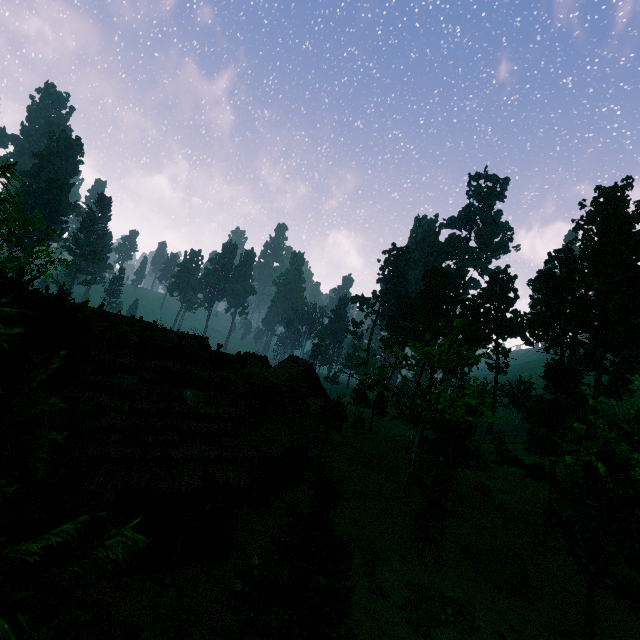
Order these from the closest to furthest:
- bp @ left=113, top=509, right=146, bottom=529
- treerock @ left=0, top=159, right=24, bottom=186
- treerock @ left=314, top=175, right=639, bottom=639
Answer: treerock @ left=0, top=159, right=24, bottom=186 < bp @ left=113, top=509, right=146, bottom=529 < treerock @ left=314, top=175, right=639, bottom=639

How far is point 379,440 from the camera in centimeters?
3962cm

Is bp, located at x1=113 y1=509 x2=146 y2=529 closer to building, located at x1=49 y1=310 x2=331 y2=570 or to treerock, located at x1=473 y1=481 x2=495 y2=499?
building, located at x1=49 y1=310 x2=331 y2=570

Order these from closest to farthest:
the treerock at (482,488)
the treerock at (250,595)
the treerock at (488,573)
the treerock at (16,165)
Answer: the treerock at (16,165)
the treerock at (250,595)
the treerock at (488,573)
the treerock at (482,488)

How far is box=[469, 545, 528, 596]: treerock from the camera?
16.9 meters

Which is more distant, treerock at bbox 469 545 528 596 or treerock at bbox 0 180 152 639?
treerock at bbox 469 545 528 596

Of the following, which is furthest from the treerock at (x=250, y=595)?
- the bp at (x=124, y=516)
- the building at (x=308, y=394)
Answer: the bp at (x=124, y=516)
